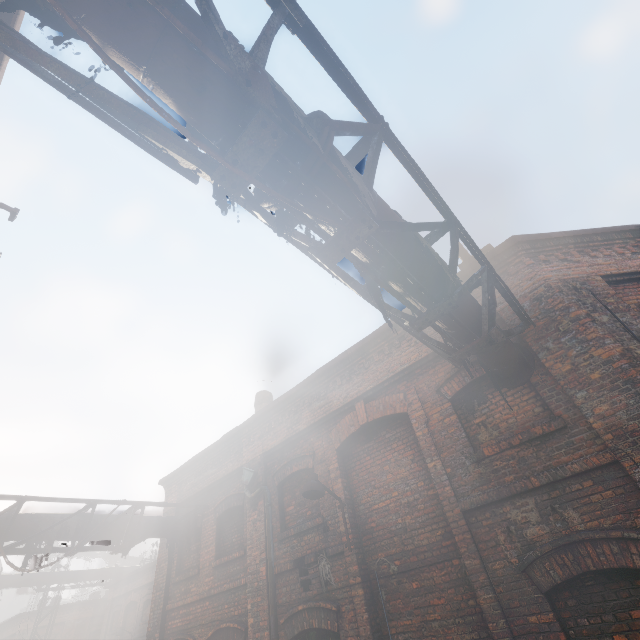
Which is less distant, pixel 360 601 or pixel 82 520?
pixel 360 601

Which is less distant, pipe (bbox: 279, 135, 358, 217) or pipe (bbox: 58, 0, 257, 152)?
pipe (bbox: 58, 0, 257, 152)

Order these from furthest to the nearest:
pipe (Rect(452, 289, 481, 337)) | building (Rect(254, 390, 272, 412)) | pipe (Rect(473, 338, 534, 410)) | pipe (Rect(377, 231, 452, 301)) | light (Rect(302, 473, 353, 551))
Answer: building (Rect(254, 390, 272, 412)) → light (Rect(302, 473, 353, 551)) → pipe (Rect(473, 338, 534, 410)) → pipe (Rect(452, 289, 481, 337)) → pipe (Rect(377, 231, 452, 301))

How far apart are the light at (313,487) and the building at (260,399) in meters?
5.4

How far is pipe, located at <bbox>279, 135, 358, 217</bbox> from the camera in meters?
2.1 m

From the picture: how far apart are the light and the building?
5.4 meters

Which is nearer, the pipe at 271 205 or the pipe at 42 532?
the pipe at 271 205

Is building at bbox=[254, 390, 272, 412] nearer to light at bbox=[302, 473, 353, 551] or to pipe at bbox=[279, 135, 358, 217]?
pipe at bbox=[279, 135, 358, 217]
